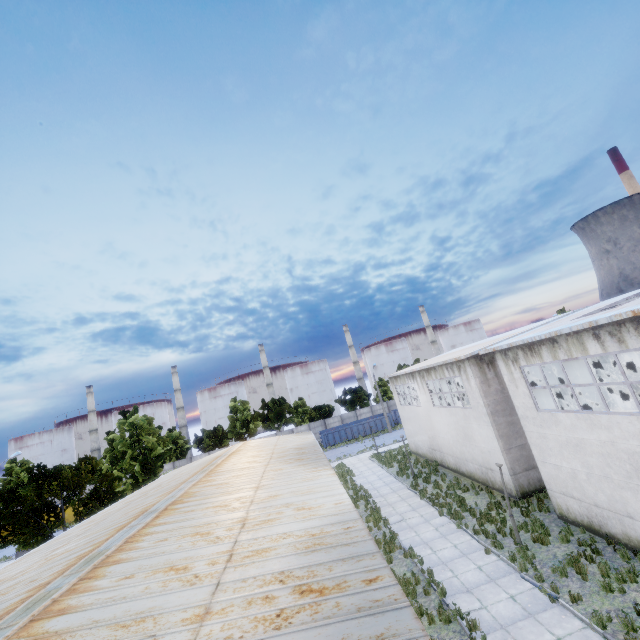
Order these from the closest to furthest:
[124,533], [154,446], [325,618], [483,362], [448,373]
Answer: [325,618] < [124,533] < [483,362] < [448,373] < [154,446]

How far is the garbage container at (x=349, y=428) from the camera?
49.41m

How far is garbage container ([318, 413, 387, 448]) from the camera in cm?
4941
